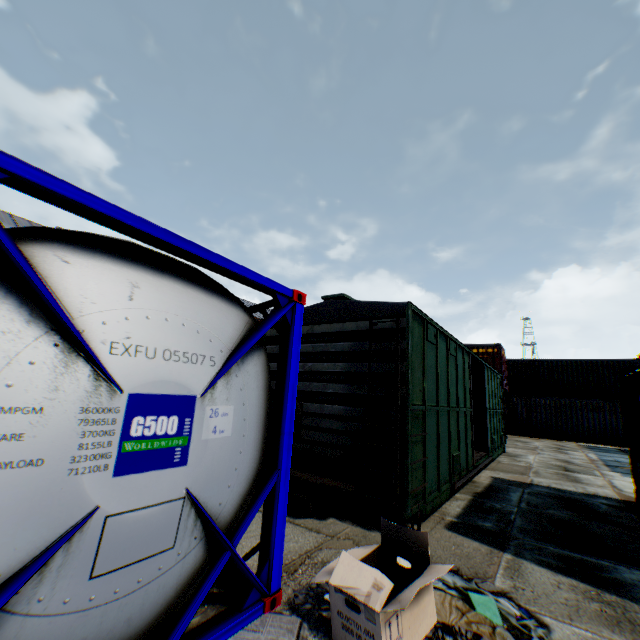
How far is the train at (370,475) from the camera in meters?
5.0

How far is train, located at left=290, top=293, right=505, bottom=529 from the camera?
4.96m

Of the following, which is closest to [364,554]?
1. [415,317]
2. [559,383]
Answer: [415,317]

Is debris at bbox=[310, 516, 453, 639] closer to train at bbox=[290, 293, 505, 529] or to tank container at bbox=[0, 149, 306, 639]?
tank container at bbox=[0, 149, 306, 639]

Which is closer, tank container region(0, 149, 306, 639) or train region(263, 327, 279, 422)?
tank container region(0, 149, 306, 639)

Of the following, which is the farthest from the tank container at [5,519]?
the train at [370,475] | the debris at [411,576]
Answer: the train at [370,475]

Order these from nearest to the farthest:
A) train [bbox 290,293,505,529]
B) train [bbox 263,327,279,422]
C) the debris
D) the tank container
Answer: the tank container → the debris → train [bbox 290,293,505,529] → train [bbox 263,327,279,422]
